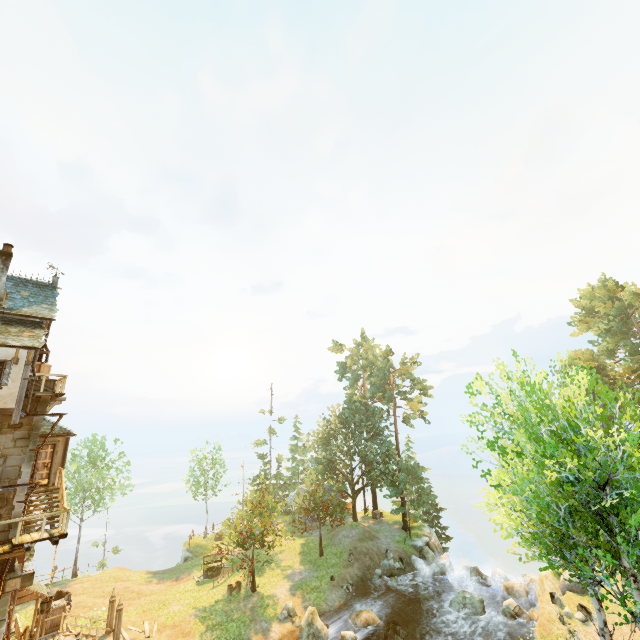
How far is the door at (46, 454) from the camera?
18.1 meters

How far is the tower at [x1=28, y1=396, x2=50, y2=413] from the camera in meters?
15.6 m

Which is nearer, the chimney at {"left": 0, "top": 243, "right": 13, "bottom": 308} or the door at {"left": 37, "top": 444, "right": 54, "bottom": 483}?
the chimney at {"left": 0, "top": 243, "right": 13, "bottom": 308}

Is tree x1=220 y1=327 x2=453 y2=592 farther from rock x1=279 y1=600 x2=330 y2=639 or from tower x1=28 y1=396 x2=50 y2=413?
tower x1=28 y1=396 x2=50 y2=413

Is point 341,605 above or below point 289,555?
below

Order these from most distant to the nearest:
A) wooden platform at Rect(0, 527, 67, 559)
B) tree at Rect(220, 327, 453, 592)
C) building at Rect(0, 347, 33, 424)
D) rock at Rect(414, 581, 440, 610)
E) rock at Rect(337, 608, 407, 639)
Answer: tree at Rect(220, 327, 453, 592) → rock at Rect(414, 581, 440, 610) → rock at Rect(337, 608, 407, 639) → building at Rect(0, 347, 33, 424) → wooden platform at Rect(0, 527, 67, 559)

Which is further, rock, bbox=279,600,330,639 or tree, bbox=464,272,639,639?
rock, bbox=279,600,330,639

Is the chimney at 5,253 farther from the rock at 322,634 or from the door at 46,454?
the rock at 322,634
